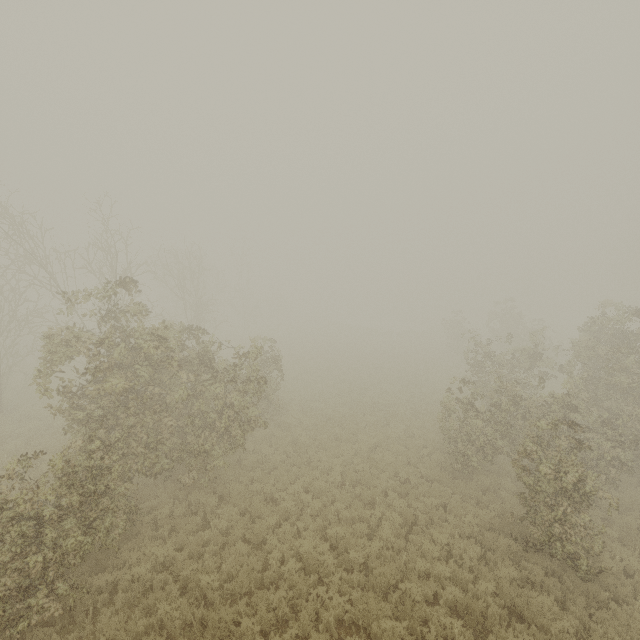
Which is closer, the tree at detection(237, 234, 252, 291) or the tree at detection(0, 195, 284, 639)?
the tree at detection(0, 195, 284, 639)

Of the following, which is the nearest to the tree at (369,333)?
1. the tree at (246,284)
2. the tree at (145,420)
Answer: the tree at (246,284)

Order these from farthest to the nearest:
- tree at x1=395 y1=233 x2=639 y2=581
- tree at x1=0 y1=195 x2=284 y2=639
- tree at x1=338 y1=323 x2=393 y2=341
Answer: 1. tree at x1=338 y1=323 x2=393 y2=341
2. tree at x1=395 y1=233 x2=639 y2=581
3. tree at x1=0 y1=195 x2=284 y2=639

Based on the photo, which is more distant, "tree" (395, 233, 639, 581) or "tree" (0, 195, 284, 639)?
"tree" (395, 233, 639, 581)

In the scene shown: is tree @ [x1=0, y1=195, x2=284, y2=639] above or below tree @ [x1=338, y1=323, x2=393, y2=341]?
above

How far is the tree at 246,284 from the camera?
45.7m

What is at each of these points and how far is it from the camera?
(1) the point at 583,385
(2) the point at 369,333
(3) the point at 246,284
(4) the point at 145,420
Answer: (1) tree, 17.9 meters
(2) tree, 52.2 meters
(3) tree, 47.0 meters
(4) tree, 10.5 meters
